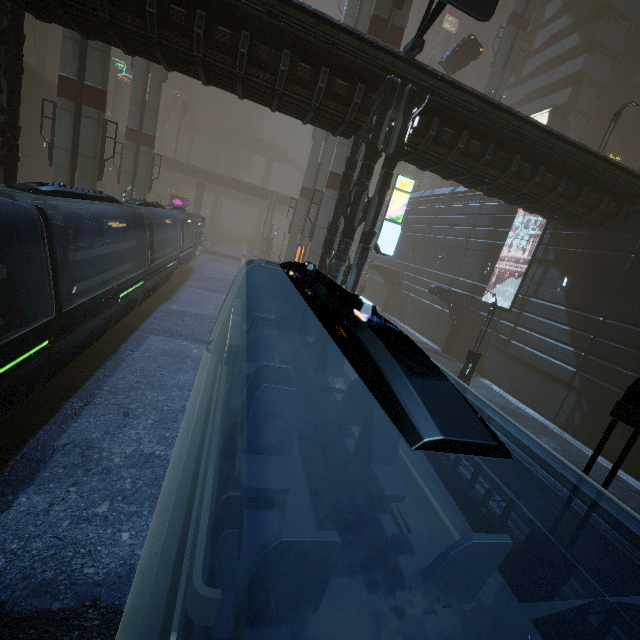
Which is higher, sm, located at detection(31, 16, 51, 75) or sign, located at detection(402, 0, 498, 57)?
sm, located at detection(31, 16, 51, 75)

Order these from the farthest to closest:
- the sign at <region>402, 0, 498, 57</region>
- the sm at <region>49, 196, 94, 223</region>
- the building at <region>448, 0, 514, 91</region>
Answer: the building at <region>448, 0, 514, 91</region>
the sm at <region>49, 196, 94, 223</region>
the sign at <region>402, 0, 498, 57</region>

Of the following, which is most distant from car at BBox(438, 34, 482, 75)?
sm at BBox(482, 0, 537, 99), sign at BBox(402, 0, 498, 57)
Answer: sign at BBox(402, 0, 498, 57)

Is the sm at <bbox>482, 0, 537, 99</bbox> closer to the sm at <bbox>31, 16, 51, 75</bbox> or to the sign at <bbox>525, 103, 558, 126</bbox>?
the sign at <bbox>525, 103, 558, 126</bbox>

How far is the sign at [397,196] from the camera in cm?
1304

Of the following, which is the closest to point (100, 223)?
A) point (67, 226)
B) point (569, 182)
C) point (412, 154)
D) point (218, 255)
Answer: point (67, 226)

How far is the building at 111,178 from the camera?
49.0m

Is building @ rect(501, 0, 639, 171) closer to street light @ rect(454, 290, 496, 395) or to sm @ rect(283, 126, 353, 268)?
sm @ rect(283, 126, 353, 268)
